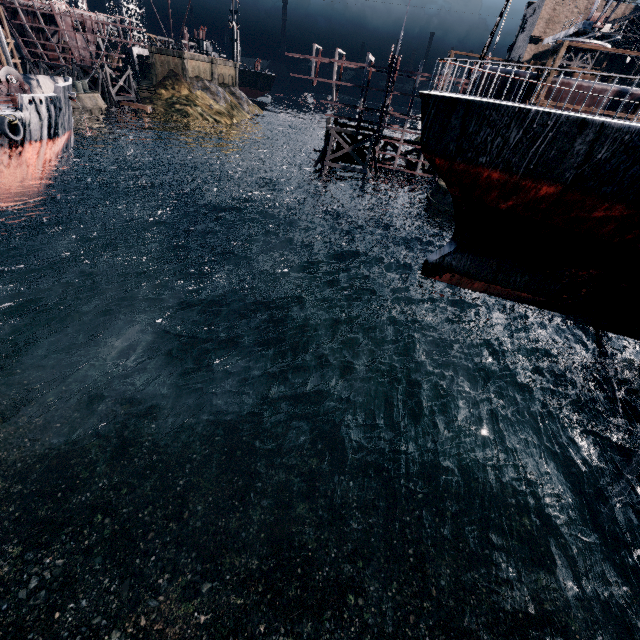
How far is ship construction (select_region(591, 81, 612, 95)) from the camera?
26.73m

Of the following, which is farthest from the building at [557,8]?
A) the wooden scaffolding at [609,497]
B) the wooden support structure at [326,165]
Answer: the wooden scaffolding at [609,497]

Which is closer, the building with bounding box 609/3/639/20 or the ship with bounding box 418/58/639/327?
the ship with bounding box 418/58/639/327

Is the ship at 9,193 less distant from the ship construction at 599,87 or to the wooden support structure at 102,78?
the ship construction at 599,87

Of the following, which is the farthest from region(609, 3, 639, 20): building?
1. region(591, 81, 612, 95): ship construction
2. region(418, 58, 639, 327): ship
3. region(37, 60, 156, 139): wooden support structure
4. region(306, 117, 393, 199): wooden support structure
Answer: region(37, 60, 156, 139): wooden support structure

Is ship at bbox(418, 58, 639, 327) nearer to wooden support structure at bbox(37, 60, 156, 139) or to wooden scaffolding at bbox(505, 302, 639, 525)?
wooden scaffolding at bbox(505, 302, 639, 525)

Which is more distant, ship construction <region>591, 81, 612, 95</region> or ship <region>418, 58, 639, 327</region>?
ship construction <region>591, 81, 612, 95</region>

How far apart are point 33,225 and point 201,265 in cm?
1590
